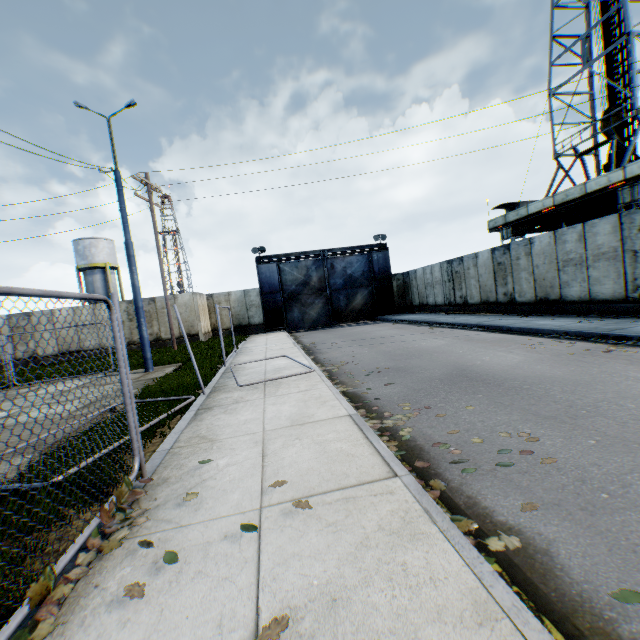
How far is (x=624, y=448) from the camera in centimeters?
346cm

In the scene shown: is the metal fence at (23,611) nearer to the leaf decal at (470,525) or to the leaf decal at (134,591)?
the leaf decal at (134,591)

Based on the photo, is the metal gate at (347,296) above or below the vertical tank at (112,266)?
below

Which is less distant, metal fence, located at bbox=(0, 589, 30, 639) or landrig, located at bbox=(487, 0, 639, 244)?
metal fence, located at bbox=(0, 589, 30, 639)

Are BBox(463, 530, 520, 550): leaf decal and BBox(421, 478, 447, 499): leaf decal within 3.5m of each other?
yes

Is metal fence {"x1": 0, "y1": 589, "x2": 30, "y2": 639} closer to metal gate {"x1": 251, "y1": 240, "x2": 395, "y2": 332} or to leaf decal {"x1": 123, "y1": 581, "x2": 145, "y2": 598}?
leaf decal {"x1": 123, "y1": 581, "x2": 145, "y2": 598}

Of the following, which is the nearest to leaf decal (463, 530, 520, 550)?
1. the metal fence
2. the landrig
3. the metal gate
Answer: the metal fence

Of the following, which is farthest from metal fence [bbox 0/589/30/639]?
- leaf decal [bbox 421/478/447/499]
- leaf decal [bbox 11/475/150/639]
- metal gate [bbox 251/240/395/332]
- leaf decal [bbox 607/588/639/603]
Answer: metal gate [bbox 251/240/395/332]
